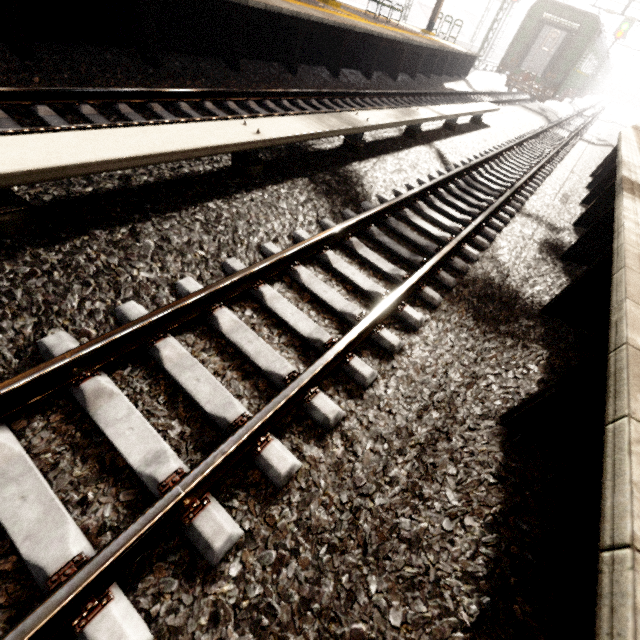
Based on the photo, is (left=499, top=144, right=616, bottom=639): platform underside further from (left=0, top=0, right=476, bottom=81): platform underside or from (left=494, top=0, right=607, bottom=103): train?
(left=494, top=0, right=607, bottom=103): train

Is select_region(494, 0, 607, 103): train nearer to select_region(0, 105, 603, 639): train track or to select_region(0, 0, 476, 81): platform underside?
select_region(0, 0, 476, 81): platform underside

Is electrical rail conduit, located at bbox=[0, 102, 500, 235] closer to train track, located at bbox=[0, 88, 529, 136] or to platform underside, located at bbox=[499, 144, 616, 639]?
train track, located at bbox=[0, 88, 529, 136]

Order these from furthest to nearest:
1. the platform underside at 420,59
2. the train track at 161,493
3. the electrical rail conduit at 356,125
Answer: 1. the platform underside at 420,59
2. the electrical rail conduit at 356,125
3. the train track at 161,493

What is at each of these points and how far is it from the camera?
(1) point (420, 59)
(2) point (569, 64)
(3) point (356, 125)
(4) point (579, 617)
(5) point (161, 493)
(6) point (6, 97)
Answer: (1) platform underside, 13.3 meters
(2) train, 19.1 meters
(3) electrical rail conduit, 5.0 meters
(4) platform underside, 1.6 meters
(5) train track, 1.7 meters
(6) train track, 3.9 meters

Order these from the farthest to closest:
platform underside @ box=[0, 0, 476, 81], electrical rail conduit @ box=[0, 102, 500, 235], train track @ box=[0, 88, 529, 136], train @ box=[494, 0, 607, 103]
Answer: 1. train @ box=[494, 0, 607, 103]
2. platform underside @ box=[0, 0, 476, 81]
3. train track @ box=[0, 88, 529, 136]
4. electrical rail conduit @ box=[0, 102, 500, 235]

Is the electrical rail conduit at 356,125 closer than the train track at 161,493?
No

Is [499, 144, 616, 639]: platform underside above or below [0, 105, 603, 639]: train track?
above
